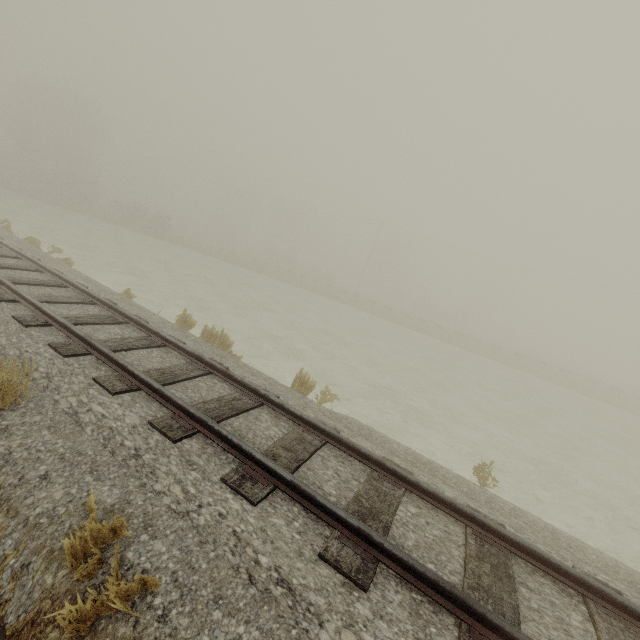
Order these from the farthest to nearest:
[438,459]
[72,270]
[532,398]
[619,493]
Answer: [532,398] → [72,270] → [619,493] → [438,459]
